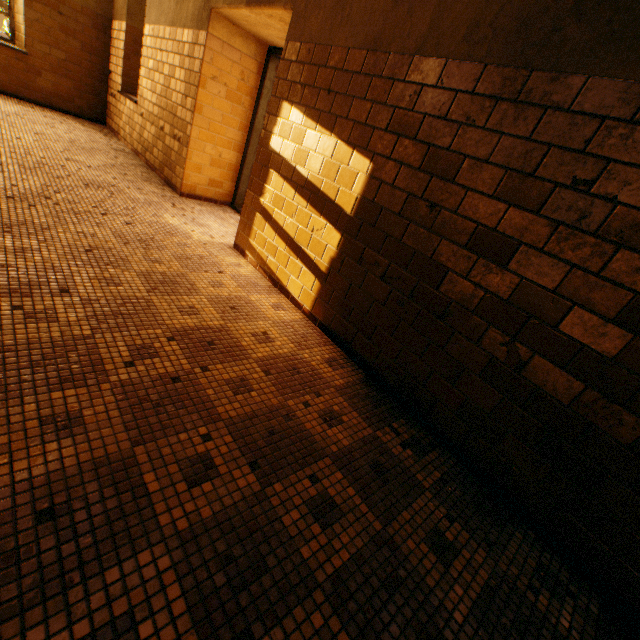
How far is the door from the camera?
4.38m

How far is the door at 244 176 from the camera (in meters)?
4.38

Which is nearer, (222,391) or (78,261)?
(222,391)
